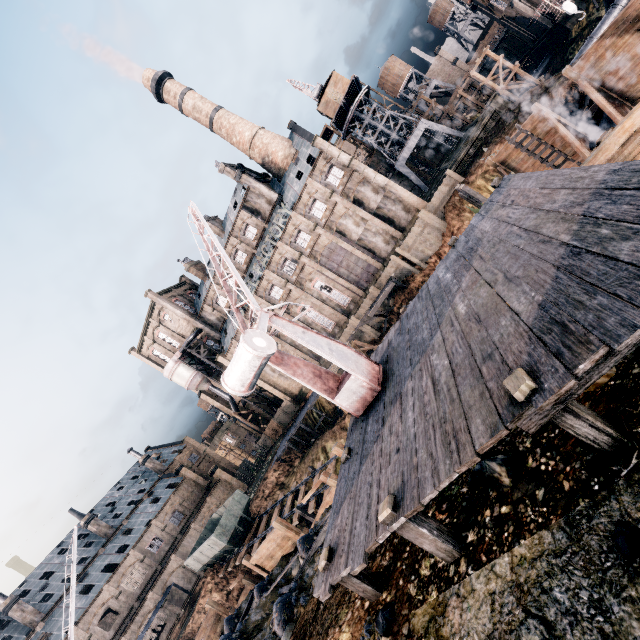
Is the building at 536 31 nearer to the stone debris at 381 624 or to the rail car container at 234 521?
the stone debris at 381 624

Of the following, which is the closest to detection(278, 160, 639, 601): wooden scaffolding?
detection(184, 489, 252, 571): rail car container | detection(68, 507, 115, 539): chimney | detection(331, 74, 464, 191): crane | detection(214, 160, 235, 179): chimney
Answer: detection(184, 489, 252, 571): rail car container

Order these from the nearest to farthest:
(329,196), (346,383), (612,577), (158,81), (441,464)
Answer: (612,577) → (441,464) → (346,383) → (329,196) → (158,81)

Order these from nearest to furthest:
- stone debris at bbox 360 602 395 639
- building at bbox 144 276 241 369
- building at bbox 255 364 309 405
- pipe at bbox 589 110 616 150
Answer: stone debris at bbox 360 602 395 639 → pipe at bbox 589 110 616 150 → building at bbox 255 364 309 405 → building at bbox 144 276 241 369

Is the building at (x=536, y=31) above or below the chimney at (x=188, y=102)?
below

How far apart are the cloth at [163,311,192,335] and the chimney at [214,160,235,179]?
25.33m

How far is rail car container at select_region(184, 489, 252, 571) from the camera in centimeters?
3069cm

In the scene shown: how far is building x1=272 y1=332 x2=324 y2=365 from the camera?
50.1m
